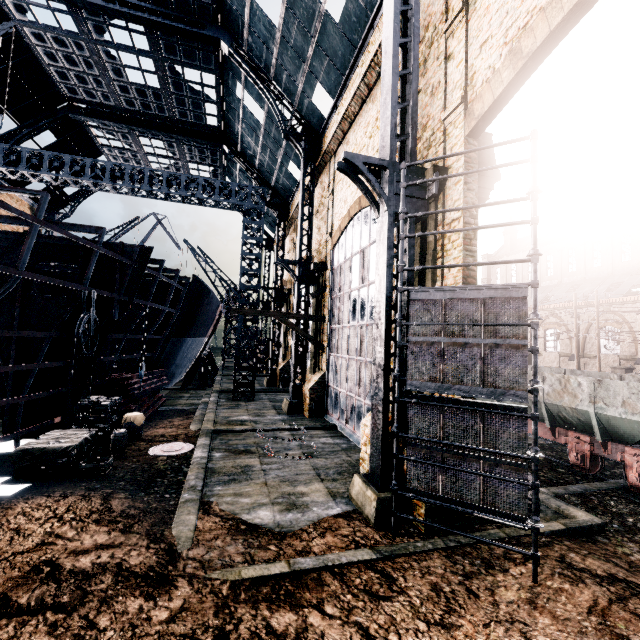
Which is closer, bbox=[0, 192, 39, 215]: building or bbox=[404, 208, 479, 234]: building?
bbox=[404, 208, 479, 234]: building

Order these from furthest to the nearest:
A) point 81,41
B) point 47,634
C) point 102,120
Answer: point 102,120 → point 81,41 → point 47,634

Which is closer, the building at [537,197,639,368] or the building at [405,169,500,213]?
Result: the building at [405,169,500,213]

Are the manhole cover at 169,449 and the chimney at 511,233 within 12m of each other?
no

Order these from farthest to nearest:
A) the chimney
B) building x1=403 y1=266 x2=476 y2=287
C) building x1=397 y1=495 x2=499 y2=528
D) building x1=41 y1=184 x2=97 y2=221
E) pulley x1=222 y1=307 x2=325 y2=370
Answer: the chimney → building x1=41 y1=184 x2=97 y2=221 → pulley x1=222 y1=307 x2=325 y2=370 → building x1=403 y1=266 x2=476 y2=287 → building x1=397 y1=495 x2=499 y2=528

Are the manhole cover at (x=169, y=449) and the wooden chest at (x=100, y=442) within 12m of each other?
yes

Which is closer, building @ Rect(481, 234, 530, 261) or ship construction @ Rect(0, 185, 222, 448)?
ship construction @ Rect(0, 185, 222, 448)

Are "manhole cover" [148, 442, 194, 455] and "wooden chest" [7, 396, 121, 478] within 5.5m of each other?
yes
